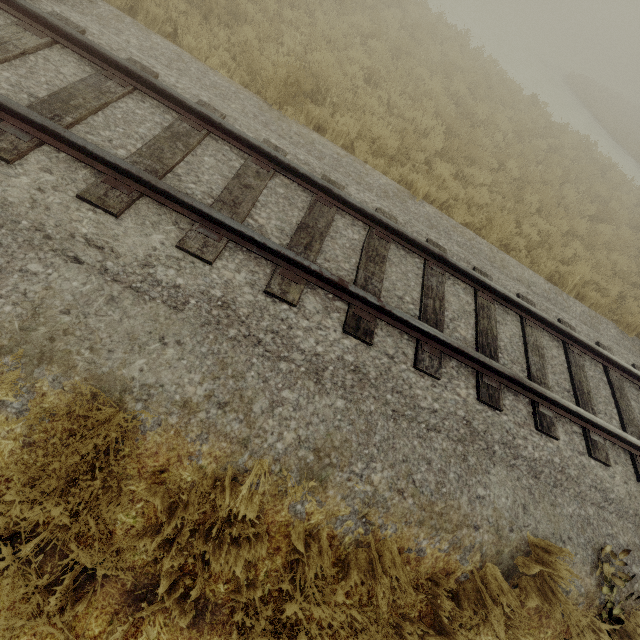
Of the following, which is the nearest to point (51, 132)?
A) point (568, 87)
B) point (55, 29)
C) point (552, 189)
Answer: point (55, 29)
